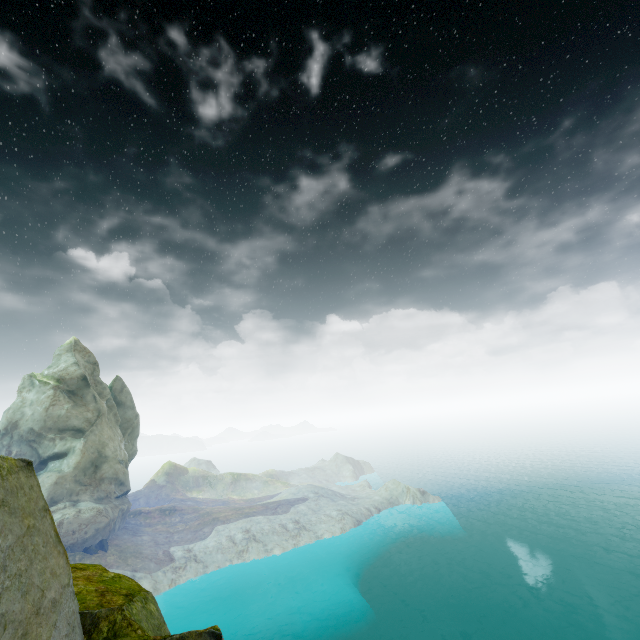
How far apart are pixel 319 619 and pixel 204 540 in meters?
19.3 m
